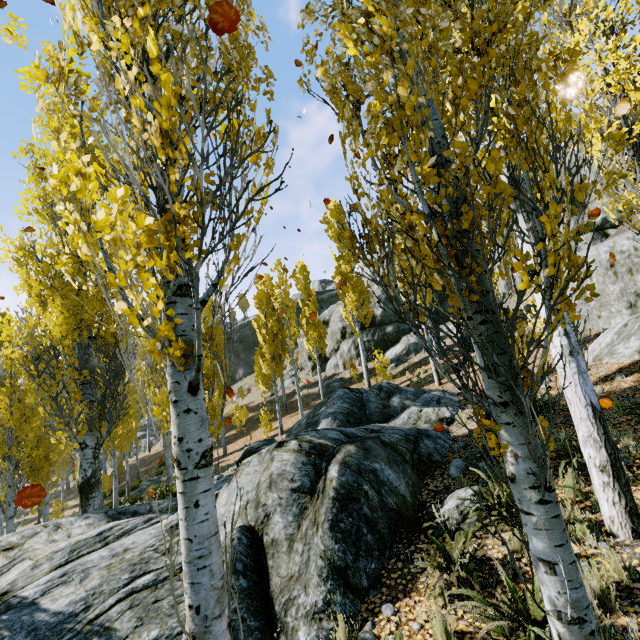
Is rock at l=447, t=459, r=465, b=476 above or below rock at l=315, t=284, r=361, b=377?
below

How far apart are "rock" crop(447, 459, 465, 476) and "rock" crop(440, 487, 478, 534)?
0.69m

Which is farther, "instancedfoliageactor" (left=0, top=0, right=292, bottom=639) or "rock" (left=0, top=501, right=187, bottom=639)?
"rock" (left=0, top=501, right=187, bottom=639)

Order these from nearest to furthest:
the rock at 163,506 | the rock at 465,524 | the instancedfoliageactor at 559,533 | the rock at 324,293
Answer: the instancedfoliageactor at 559,533 → the rock at 465,524 → the rock at 163,506 → the rock at 324,293

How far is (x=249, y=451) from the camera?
12.95m

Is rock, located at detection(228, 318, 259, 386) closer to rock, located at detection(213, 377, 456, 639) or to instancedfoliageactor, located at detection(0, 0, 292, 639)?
instancedfoliageactor, located at detection(0, 0, 292, 639)

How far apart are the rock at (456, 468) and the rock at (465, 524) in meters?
0.7
